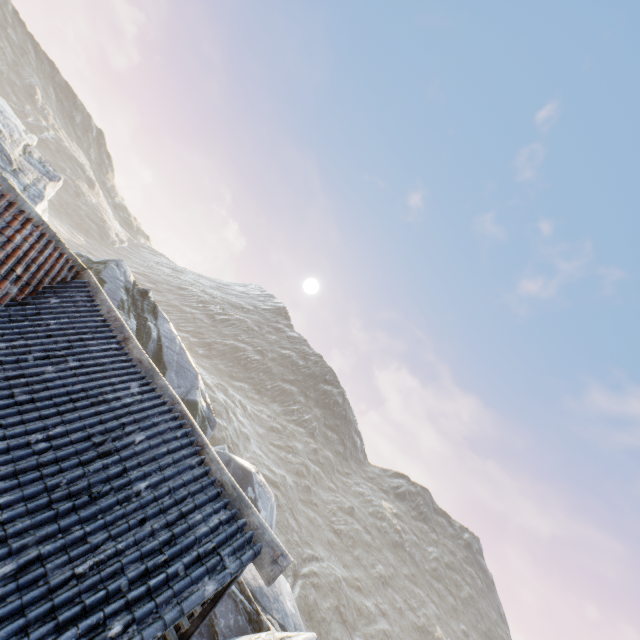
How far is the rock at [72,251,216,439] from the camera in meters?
20.9 m

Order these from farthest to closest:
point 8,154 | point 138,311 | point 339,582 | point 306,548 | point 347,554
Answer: point 347,554 < point 306,548 < point 339,582 < point 138,311 < point 8,154

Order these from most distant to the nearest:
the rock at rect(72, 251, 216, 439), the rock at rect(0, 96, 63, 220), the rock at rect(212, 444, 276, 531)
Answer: the rock at rect(212, 444, 276, 531)
the rock at rect(72, 251, 216, 439)
the rock at rect(0, 96, 63, 220)

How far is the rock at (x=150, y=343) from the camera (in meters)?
20.86

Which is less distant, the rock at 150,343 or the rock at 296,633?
the rock at 296,633

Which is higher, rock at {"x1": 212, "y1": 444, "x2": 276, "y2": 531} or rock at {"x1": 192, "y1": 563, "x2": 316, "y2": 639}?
rock at {"x1": 212, "y1": 444, "x2": 276, "y2": 531}

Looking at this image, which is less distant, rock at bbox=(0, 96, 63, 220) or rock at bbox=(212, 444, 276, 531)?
rock at bbox=(0, 96, 63, 220)
